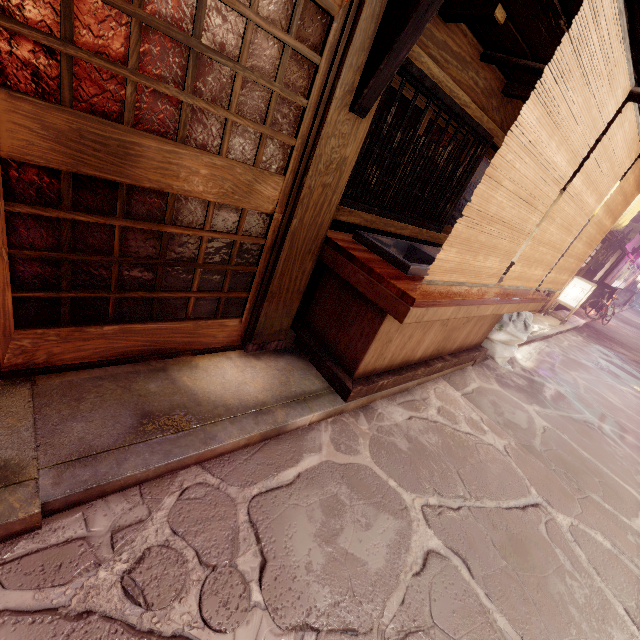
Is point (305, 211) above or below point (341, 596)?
above

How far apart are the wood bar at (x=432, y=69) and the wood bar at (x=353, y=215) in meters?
2.0

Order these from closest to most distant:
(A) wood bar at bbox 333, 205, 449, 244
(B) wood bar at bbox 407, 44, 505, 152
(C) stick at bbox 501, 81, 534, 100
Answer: (B) wood bar at bbox 407, 44, 505, 152 → (A) wood bar at bbox 333, 205, 449, 244 → (C) stick at bbox 501, 81, 534, 100

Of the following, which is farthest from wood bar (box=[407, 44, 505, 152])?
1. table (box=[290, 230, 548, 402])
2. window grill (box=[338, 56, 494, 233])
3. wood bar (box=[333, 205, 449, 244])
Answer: table (box=[290, 230, 548, 402])

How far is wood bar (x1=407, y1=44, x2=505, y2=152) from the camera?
4.5m

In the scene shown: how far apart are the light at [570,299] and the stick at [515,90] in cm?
1595

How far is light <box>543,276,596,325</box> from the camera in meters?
17.7

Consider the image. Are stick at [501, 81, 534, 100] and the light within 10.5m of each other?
no
